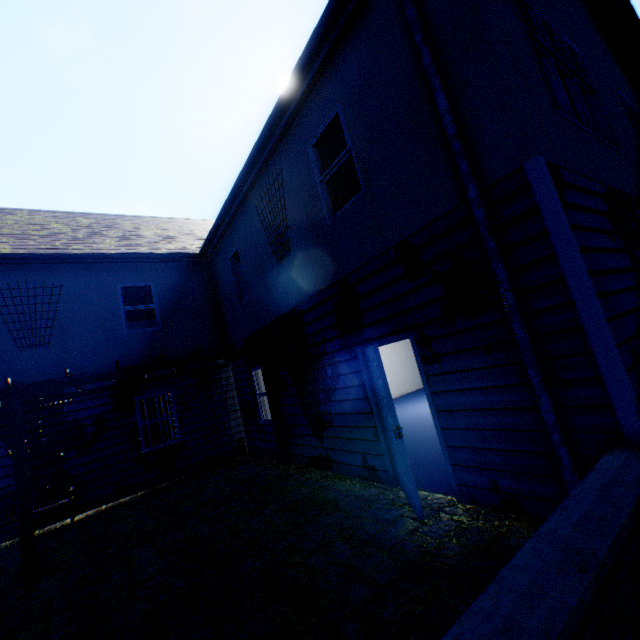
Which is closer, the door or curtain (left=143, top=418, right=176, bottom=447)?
the door

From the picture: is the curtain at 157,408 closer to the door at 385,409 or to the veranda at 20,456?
the veranda at 20,456

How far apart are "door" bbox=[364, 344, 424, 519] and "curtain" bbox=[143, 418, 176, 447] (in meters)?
7.41

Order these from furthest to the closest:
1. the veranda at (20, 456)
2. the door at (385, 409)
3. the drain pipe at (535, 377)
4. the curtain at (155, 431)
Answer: the curtain at (155, 431) < the veranda at (20, 456) < the door at (385, 409) < the drain pipe at (535, 377)

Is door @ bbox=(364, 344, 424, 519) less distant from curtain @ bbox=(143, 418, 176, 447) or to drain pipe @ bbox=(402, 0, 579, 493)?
drain pipe @ bbox=(402, 0, 579, 493)

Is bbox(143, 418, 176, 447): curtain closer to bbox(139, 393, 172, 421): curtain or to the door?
bbox(139, 393, 172, 421): curtain

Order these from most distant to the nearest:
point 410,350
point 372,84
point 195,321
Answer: point 410,350
point 195,321
point 372,84

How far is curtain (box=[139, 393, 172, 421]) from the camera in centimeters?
960cm
